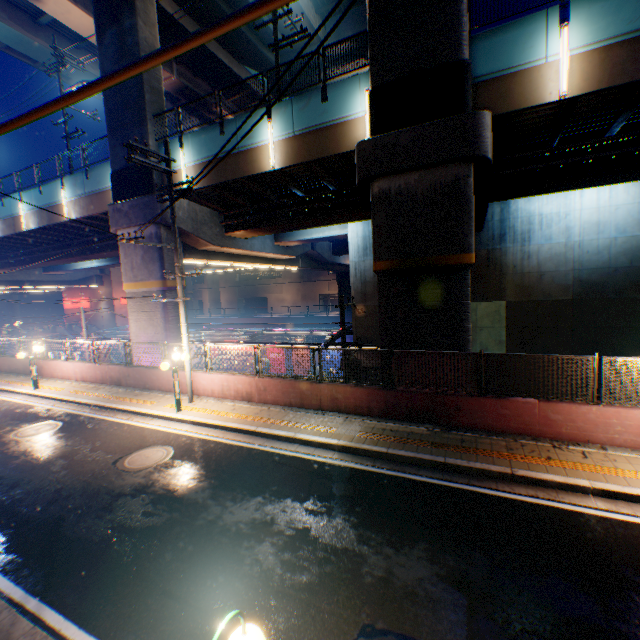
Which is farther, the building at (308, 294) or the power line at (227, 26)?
the building at (308, 294)

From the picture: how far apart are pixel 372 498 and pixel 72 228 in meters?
26.3

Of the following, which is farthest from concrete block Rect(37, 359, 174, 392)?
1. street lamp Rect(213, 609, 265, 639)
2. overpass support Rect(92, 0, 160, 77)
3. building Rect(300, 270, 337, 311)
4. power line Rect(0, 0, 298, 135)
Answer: building Rect(300, 270, 337, 311)

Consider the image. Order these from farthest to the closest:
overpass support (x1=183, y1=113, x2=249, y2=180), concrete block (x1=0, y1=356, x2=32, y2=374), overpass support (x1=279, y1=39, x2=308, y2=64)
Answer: overpass support (x1=279, y1=39, x2=308, y2=64) < concrete block (x1=0, y1=356, x2=32, y2=374) < overpass support (x1=183, y1=113, x2=249, y2=180)

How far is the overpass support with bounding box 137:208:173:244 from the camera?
15.6m

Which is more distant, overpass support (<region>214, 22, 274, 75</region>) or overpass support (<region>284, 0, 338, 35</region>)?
overpass support (<region>214, 22, 274, 75</region>)

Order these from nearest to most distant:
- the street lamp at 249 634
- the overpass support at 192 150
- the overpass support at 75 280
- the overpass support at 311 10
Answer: the street lamp at 249 634, the overpass support at 192 150, the overpass support at 75 280, the overpass support at 311 10
